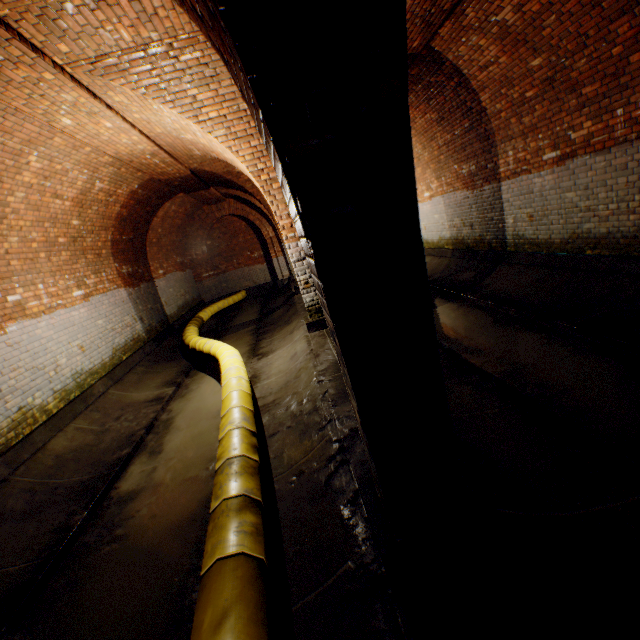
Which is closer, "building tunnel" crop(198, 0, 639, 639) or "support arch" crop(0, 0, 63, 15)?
"building tunnel" crop(198, 0, 639, 639)

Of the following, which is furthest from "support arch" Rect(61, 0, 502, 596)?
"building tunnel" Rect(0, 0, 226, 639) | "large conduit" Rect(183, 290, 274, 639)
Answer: "large conduit" Rect(183, 290, 274, 639)

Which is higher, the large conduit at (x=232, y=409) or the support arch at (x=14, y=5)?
the support arch at (x=14, y=5)

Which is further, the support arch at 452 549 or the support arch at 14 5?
the support arch at 14 5

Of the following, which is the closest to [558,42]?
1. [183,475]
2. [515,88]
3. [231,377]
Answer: [515,88]

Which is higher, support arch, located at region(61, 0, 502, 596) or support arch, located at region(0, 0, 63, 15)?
support arch, located at region(0, 0, 63, 15)

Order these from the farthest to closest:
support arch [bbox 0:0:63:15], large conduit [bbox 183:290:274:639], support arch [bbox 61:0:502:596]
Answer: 1. support arch [bbox 0:0:63:15]
2. large conduit [bbox 183:290:274:639]
3. support arch [bbox 61:0:502:596]
